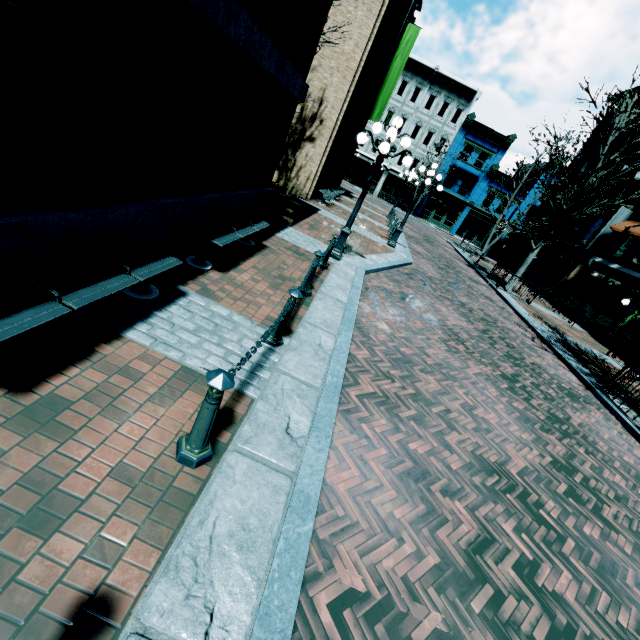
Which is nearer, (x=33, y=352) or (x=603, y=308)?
(x=33, y=352)

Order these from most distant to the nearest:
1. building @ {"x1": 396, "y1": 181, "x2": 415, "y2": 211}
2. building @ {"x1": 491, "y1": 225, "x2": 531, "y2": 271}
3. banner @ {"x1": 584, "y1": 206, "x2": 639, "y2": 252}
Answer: building @ {"x1": 396, "y1": 181, "x2": 415, "y2": 211}
building @ {"x1": 491, "y1": 225, "x2": 531, "y2": 271}
banner @ {"x1": 584, "y1": 206, "x2": 639, "y2": 252}

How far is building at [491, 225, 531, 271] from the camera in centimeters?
2875cm

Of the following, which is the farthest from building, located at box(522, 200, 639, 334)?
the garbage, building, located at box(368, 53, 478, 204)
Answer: the garbage

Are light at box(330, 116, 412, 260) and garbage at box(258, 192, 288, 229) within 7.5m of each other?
yes

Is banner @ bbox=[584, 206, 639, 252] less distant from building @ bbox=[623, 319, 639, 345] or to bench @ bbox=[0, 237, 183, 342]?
building @ bbox=[623, 319, 639, 345]

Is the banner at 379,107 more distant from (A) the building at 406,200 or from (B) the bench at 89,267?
(B) the bench at 89,267

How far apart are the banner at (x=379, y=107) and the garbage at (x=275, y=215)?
15.20m
